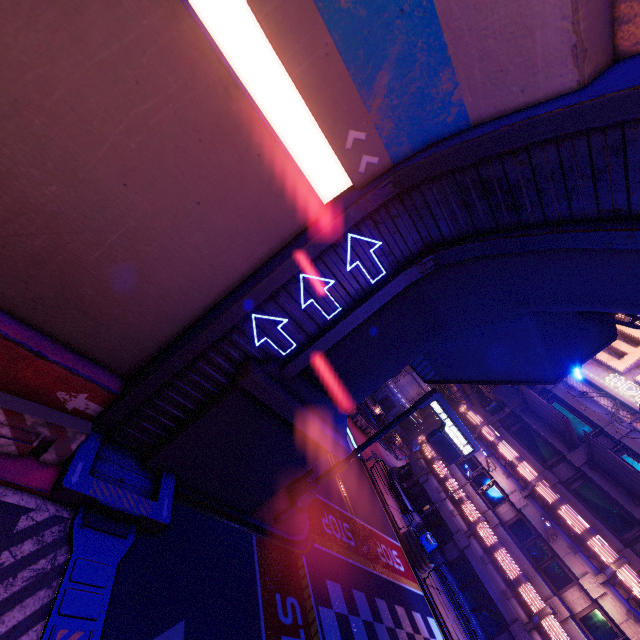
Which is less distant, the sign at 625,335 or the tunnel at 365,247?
the tunnel at 365,247

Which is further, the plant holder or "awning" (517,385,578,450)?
"awning" (517,385,578,450)

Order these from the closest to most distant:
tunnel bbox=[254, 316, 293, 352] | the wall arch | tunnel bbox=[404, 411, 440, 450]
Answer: the wall arch, tunnel bbox=[254, 316, 293, 352], tunnel bbox=[404, 411, 440, 450]

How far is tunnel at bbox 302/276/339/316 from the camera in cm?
742

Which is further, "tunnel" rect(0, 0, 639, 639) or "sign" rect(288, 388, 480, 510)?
"sign" rect(288, 388, 480, 510)

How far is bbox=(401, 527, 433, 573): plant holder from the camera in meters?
19.0 m

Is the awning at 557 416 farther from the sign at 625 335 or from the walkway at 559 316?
the walkway at 559 316

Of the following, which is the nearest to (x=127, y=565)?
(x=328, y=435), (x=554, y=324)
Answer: (x=328, y=435)
